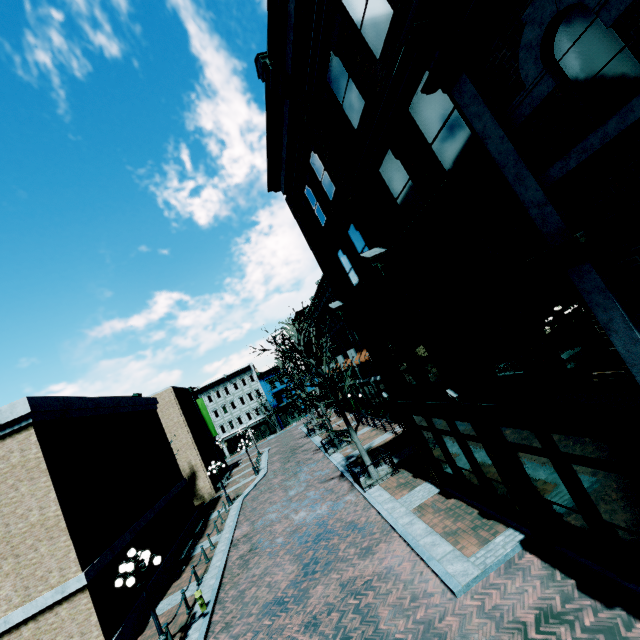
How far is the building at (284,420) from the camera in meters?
58.7 m

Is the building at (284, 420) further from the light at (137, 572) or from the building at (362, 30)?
the light at (137, 572)

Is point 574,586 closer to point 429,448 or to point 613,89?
point 429,448

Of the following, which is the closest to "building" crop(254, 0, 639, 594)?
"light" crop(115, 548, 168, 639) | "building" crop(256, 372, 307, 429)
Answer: "building" crop(256, 372, 307, 429)

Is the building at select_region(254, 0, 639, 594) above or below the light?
below

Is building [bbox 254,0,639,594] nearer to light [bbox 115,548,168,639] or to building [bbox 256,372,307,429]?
building [bbox 256,372,307,429]
